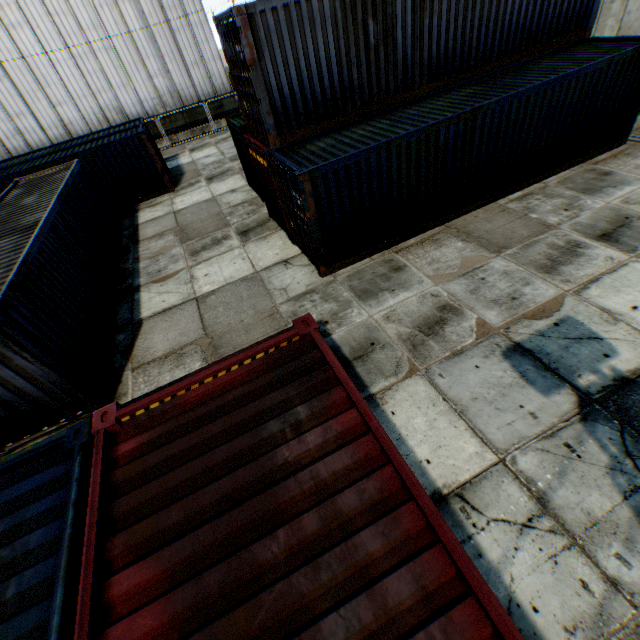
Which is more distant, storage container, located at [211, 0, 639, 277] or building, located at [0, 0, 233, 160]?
building, located at [0, 0, 233, 160]

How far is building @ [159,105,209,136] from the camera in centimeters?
2617cm

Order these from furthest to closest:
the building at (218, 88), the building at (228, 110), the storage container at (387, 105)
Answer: the building at (228, 110) < the building at (218, 88) < the storage container at (387, 105)

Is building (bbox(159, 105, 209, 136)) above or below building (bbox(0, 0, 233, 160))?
below

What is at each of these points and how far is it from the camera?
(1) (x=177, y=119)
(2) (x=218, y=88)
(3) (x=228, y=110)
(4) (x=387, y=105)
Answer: (1) building, 26.4m
(2) building, 26.4m
(3) building, 27.4m
(4) storage container, 9.8m

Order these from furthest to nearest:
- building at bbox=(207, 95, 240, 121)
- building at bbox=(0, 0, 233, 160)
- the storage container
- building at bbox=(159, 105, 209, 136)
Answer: building at bbox=(207, 95, 240, 121), building at bbox=(159, 105, 209, 136), building at bbox=(0, 0, 233, 160), the storage container

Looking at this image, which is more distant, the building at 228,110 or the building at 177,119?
the building at 228,110
